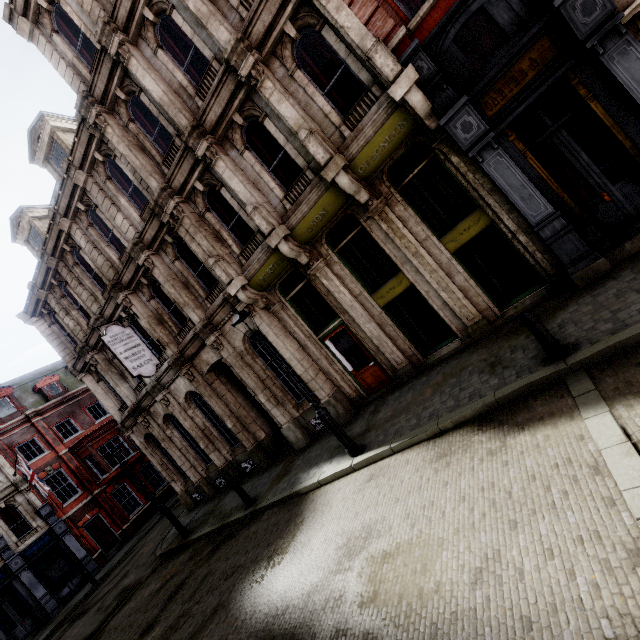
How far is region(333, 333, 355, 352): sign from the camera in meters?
10.8 m

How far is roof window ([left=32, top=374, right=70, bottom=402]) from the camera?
27.05m

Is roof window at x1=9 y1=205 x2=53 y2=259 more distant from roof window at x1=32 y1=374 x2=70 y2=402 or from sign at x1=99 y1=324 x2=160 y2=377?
roof window at x1=32 y1=374 x2=70 y2=402

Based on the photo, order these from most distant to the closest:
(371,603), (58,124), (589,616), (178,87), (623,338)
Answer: (58,124), (178,87), (623,338), (371,603), (589,616)

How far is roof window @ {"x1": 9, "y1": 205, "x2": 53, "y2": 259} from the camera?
15.8m

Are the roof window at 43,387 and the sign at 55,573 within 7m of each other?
no

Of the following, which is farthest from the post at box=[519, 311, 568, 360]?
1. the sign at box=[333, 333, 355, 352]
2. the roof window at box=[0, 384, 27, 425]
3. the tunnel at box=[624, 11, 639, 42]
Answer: the roof window at box=[0, 384, 27, 425]

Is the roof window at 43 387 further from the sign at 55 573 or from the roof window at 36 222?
the roof window at 36 222
